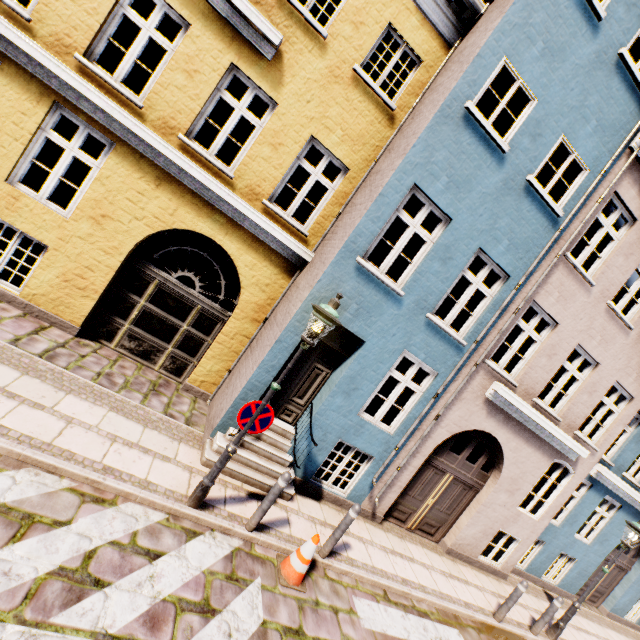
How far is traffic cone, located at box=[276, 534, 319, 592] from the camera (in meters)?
4.83

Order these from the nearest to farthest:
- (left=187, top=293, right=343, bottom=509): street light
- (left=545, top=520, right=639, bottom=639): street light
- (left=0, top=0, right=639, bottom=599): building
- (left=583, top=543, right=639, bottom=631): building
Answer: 1. (left=187, top=293, right=343, bottom=509): street light
2. (left=0, top=0, right=639, bottom=599): building
3. (left=545, top=520, right=639, bottom=639): street light
4. (left=583, top=543, right=639, bottom=631): building

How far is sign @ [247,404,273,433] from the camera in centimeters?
479cm

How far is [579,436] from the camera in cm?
878

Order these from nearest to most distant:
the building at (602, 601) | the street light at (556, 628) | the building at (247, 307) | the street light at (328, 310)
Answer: the street light at (328, 310) → the building at (247, 307) → the street light at (556, 628) → the building at (602, 601)

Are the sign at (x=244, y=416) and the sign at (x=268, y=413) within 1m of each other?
yes

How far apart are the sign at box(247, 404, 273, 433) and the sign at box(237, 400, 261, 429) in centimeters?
12cm

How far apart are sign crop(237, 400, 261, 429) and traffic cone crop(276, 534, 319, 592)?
2.1m
